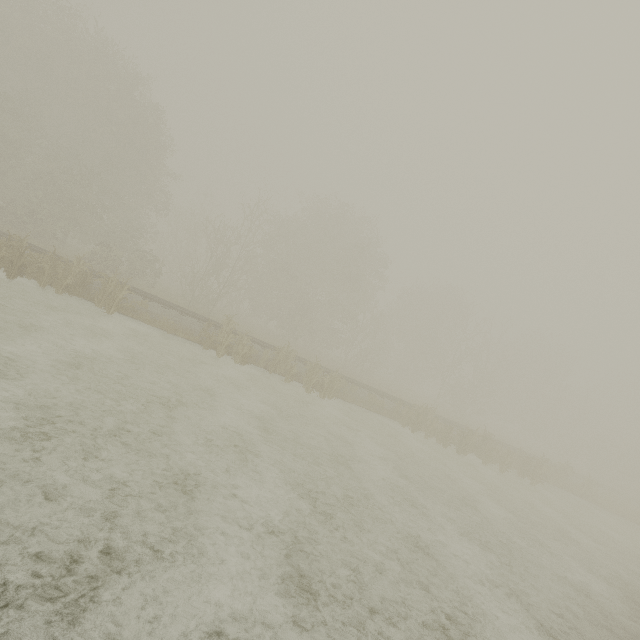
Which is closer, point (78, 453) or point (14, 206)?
point (78, 453)
